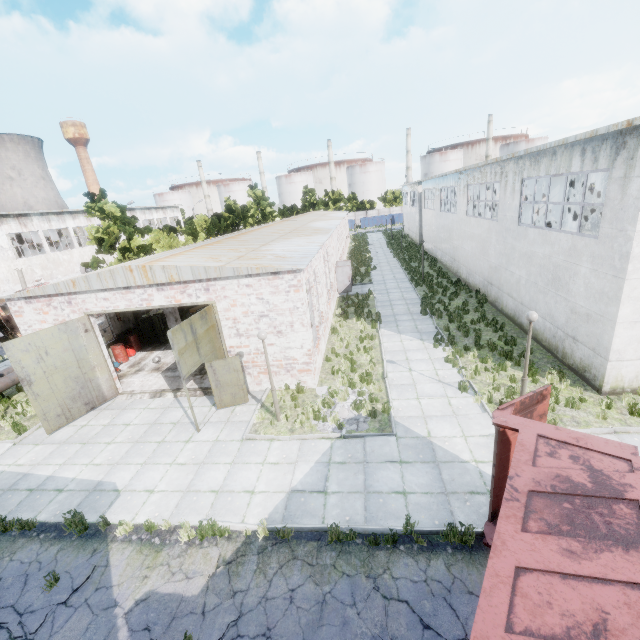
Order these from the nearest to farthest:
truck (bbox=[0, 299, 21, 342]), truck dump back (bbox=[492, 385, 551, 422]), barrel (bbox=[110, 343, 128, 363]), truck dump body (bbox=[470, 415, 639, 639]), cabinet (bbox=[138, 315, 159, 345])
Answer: truck dump body (bbox=[470, 415, 639, 639]) → truck dump back (bbox=[492, 385, 551, 422]) → barrel (bbox=[110, 343, 128, 363]) → cabinet (bbox=[138, 315, 159, 345]) → truck (bbox=[0, 299, 21, 342])

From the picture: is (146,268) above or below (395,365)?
above

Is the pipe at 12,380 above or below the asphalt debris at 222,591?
above

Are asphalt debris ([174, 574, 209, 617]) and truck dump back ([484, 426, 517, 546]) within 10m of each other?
yes

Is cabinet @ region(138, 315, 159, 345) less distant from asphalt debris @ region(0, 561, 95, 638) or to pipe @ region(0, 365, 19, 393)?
pipe @ region(0, 365, 19, 393)

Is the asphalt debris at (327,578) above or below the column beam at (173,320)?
below

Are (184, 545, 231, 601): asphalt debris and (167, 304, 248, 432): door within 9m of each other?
yes

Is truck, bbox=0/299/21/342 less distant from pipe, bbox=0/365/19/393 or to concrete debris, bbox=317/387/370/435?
pipe, bbox=0/365/19/393
